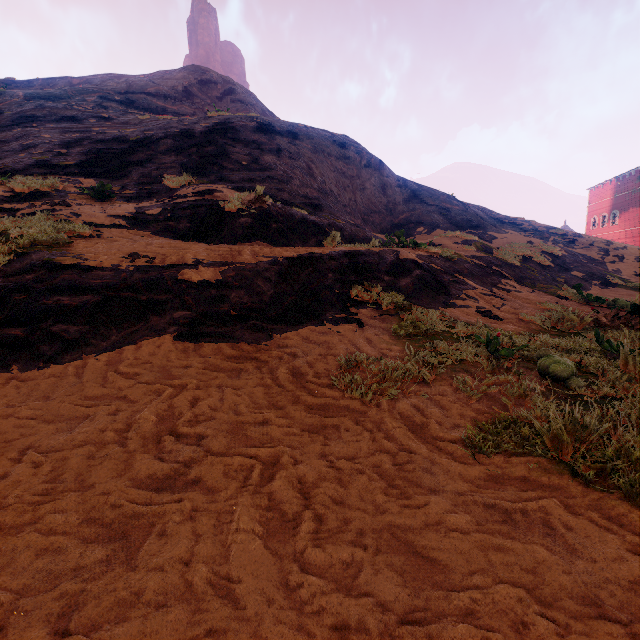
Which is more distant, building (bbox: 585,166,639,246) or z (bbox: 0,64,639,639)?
building (bbox: 585,166,639,246)

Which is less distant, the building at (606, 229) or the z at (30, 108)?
the z at (30, 108)

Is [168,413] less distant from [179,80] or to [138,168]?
[138,168]
